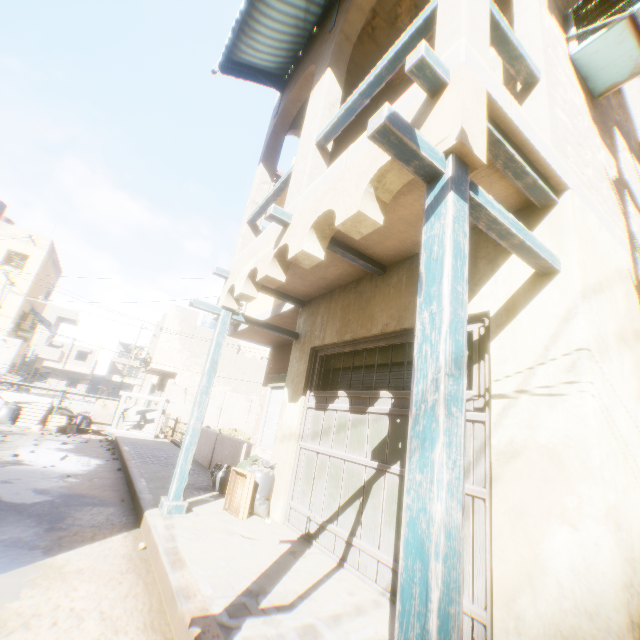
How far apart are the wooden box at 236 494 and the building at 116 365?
59.52m

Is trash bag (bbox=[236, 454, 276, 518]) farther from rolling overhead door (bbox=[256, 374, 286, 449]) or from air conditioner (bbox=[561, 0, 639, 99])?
air conditioner (bbox=[561, 0, 639, 99])

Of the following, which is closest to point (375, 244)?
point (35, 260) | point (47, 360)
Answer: point (35, 260)

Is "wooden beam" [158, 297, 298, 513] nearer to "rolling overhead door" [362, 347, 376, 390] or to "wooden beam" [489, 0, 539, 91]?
"rolling overhead door" [362, 347, 376, 390]

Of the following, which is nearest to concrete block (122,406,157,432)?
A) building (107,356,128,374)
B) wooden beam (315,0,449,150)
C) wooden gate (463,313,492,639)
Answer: wooden gate (463,313,492,639)

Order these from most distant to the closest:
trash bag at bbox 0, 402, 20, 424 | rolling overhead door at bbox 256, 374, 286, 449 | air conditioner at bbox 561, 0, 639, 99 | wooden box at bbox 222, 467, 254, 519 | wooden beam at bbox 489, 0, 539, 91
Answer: trash bag at bbox 0, 402, 20, 424 → rolling overhead door at bbox 256, 374, 286, 449 → wooden box at bbox 222, 467, 254, 519 → air conditioner at bbox 561, 0, 639, 99 → wooden beam at bbox 489, 0, 539, 91

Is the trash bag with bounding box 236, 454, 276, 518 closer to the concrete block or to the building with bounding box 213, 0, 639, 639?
the building with bounding box 213, 0, 639, 639

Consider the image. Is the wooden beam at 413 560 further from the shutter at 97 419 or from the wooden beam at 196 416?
the shutter at 97 419
